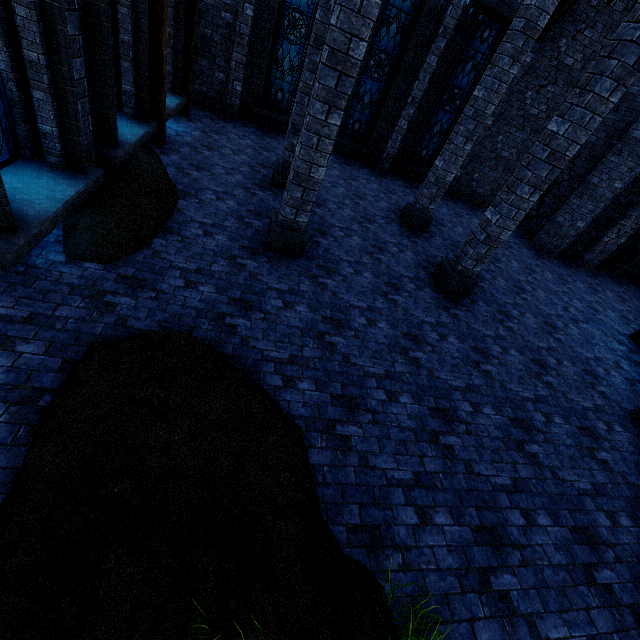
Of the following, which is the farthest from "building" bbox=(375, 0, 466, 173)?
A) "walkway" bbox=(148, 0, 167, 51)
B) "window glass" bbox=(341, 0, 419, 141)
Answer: "window glass" bbox=(341, 0, 419, 141)

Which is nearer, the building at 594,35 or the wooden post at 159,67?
the wooden post at 159,67

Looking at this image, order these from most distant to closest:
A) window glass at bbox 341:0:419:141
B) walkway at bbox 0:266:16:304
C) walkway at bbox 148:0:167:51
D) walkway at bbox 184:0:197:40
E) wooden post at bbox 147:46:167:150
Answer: window glass at bbox 341:0:419:141 < walkway at bbox 184:0:197:40 < wooden post at bbox 147:46:167:150 < walkway at bbox 148:0:167:51 < walkway at bbox 0:266:16:304

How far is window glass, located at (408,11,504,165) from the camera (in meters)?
10.58

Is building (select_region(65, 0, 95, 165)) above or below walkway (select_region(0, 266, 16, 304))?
above

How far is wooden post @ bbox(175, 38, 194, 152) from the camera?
8.4m

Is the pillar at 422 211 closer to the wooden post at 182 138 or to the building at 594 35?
the building at 594 35

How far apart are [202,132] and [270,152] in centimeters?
203cm
